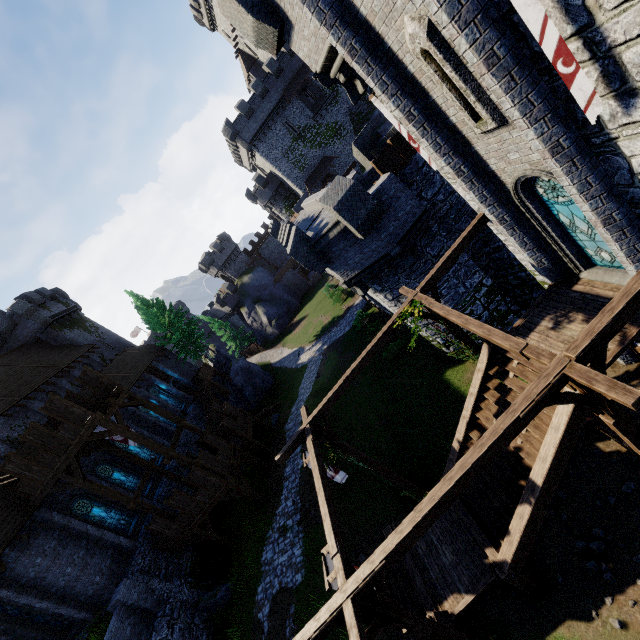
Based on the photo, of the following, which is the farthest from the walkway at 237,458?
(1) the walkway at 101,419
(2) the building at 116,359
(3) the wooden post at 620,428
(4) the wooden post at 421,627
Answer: (3) the wooden post at 620,428

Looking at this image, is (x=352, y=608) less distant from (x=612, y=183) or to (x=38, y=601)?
(x=612, y=183)

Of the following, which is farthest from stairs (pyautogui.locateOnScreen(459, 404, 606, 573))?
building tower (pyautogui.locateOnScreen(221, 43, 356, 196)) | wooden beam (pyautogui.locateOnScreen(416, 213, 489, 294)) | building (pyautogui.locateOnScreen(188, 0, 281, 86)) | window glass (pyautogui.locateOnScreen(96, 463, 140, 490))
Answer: building (pyautogui.locateOnScreen(188, 0, 281, 86))

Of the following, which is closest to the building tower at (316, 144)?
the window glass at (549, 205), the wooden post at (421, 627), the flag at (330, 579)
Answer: the window glass at (549, 205)

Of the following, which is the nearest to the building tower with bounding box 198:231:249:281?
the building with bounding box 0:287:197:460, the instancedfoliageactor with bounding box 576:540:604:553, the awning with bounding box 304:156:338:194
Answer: the building with bounding box 0:287:197:460

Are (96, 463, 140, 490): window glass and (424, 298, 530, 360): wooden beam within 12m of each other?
no

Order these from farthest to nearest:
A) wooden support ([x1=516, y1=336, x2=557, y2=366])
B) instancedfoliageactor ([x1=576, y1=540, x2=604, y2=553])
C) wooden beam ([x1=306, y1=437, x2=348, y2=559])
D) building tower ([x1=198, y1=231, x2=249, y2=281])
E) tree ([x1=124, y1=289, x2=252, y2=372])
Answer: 1. building tower ([x1=198, y1=231, x2=249, y2=281])
2. tree ([x1=124, y1=289, x2=252, y2=372])
3. instancedfoliageactor ([x1=576, y1=540, x2=604, y2=553])
4. wooden beam ([x1=306, y1=437, x2=348, y2=559])
5. wooden support ([x1=516, y1=336, x2=557, y2=366])

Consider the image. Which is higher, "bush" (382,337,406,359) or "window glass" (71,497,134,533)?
"window glass" (71,497,134,533)
